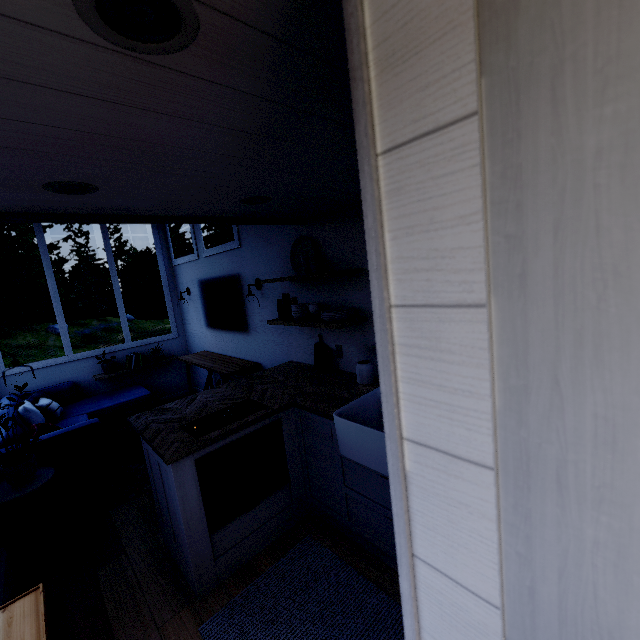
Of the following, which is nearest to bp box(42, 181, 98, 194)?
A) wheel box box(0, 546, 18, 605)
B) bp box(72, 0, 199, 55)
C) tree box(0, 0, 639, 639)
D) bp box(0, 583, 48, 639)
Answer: tree box(0, 0, 639, 639)

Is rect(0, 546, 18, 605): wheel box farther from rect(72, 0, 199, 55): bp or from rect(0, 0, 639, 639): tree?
rect(72, 0, 199, 55): bp

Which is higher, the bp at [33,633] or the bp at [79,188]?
the bp at [79,188]

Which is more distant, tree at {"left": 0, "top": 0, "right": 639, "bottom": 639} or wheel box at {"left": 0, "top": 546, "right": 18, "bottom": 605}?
wheel box at {"left": 0, "top": 546, "right": 18, "bottom": 605}

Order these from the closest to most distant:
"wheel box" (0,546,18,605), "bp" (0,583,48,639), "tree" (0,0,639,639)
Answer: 1. "tree" (0,0,639,639)
2. "bp" (0,583,48,639)
3. "wheel box" (0,546,18,605)

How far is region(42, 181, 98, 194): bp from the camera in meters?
1.4

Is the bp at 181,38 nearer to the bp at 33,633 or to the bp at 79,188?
the bp at 79,188

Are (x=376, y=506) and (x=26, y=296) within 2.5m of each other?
no
